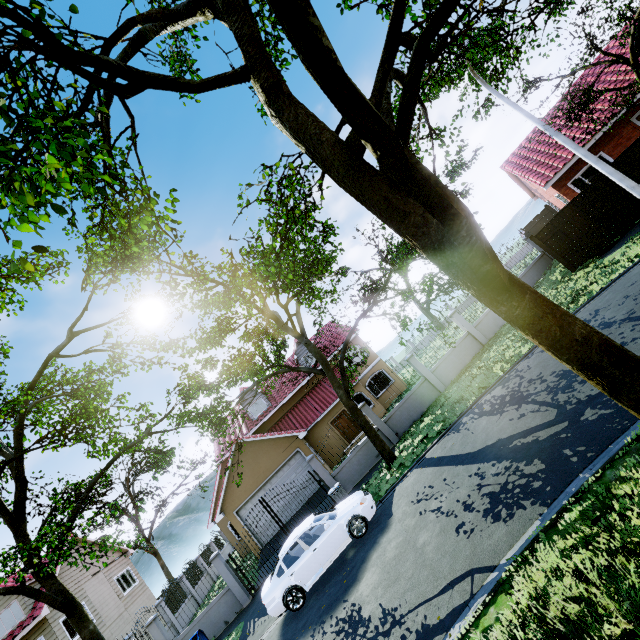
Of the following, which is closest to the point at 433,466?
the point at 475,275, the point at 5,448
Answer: the point at 475,275

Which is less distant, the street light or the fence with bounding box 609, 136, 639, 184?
the street light

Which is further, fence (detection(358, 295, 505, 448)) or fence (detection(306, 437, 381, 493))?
fence (detection(358, 295, 505, 448))

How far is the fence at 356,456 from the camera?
15.50m

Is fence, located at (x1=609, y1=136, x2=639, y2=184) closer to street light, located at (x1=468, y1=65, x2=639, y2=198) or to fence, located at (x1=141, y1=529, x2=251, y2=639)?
street light, located at (x1=468, y1=65, x2=639, y2=198)

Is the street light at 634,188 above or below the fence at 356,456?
above

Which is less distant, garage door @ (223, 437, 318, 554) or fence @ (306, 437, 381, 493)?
fence @ (306, 437, 381, 493)

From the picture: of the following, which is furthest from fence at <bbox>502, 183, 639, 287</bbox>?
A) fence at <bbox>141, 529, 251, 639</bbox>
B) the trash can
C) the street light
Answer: fence at <bbox>141, 529, 251, 639</bbox>
